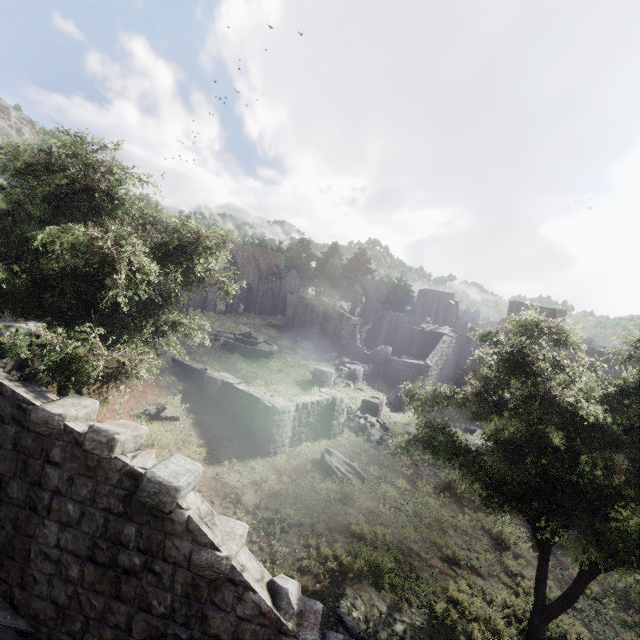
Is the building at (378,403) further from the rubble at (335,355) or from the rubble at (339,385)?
the rubble at (335,355)

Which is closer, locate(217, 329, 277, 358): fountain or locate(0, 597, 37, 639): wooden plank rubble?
locate(0, 597, 37, 639): wooden plank rubble

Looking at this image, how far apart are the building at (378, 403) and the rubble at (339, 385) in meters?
2.6 m

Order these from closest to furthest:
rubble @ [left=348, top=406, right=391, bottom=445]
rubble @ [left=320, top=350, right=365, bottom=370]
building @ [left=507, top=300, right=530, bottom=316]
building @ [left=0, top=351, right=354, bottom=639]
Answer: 1. building @ [left=0, top=351, right=354, bottom=639]
2. rubble @ [left=348, top=406, right=391, bottom=445]
3. rubble @ [left=320, top=350, right=365, bottom=370]
4. building @ [left=507, top=300, right=530, bottom=316]

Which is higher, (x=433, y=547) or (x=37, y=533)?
(x=37, y=533)

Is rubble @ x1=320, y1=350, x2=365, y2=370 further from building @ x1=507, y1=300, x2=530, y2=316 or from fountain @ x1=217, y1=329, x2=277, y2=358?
fountain @ x1=217, y1=329, x2=277, y2=358

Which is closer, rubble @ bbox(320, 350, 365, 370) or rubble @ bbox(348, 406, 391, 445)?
rubble @ bbox(348, 406, 391, 445)

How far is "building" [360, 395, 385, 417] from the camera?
22.91m
